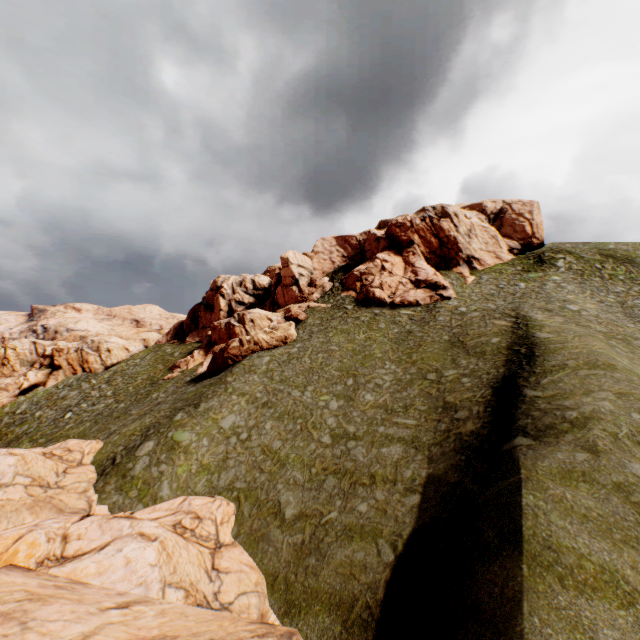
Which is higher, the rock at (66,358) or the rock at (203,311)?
the rock at (203,311)

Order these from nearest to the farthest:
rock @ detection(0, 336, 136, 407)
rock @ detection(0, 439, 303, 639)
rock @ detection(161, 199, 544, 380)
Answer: rock @ detection(0, 439, 303, 639)
rock @ detection(161, 199, 544, 380)
rock @ detection(0, 336, 136, 407)

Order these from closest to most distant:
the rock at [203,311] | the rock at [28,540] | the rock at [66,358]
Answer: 1. the rock at [28,540]
2. the rock at [203,311]
3. the rock at [66,358]

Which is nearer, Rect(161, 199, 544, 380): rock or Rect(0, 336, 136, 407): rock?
Rect(161, 199, 544, 380): rock

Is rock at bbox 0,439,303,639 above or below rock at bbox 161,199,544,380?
below

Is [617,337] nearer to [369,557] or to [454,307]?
[454,307]
